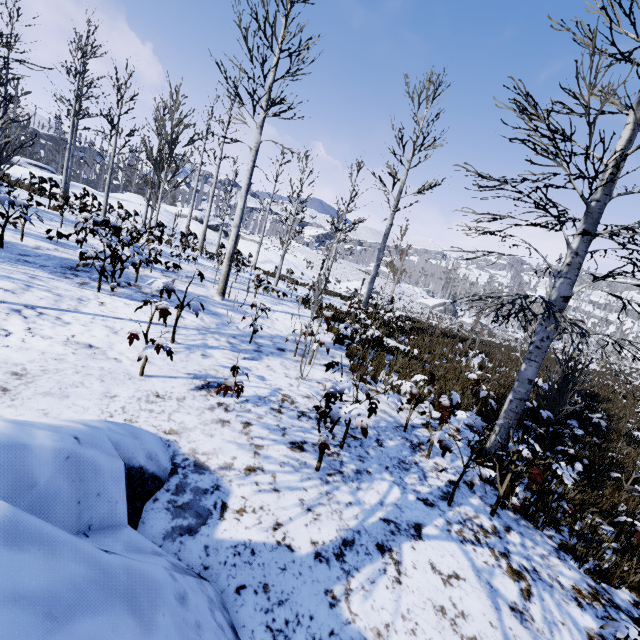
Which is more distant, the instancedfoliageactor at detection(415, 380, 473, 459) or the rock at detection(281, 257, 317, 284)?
the rock at detection(281, 257, 317, 284)

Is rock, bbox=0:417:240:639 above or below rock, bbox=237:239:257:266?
below

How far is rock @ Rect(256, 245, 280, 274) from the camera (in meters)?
31.19

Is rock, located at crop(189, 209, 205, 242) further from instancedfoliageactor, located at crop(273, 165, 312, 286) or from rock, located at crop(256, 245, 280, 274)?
instancedfoliageactor, located at crop(273, 165, 312, 286)

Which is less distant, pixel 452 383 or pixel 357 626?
pixel 357 626

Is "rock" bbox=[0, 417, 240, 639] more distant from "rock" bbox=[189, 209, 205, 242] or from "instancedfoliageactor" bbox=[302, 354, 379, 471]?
"rock" bbox=[189, 209, 205, 242]

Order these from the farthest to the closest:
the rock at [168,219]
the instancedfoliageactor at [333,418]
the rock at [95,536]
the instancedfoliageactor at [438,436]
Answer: the rock at [168,219]
the instancedfoliageactor at [438,436]
the instancedfoliageactor at [333,418]
the rock at [95,536]

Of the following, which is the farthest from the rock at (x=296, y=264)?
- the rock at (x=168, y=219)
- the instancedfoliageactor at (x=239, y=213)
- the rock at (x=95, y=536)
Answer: the rock at (x=95, y=536)
